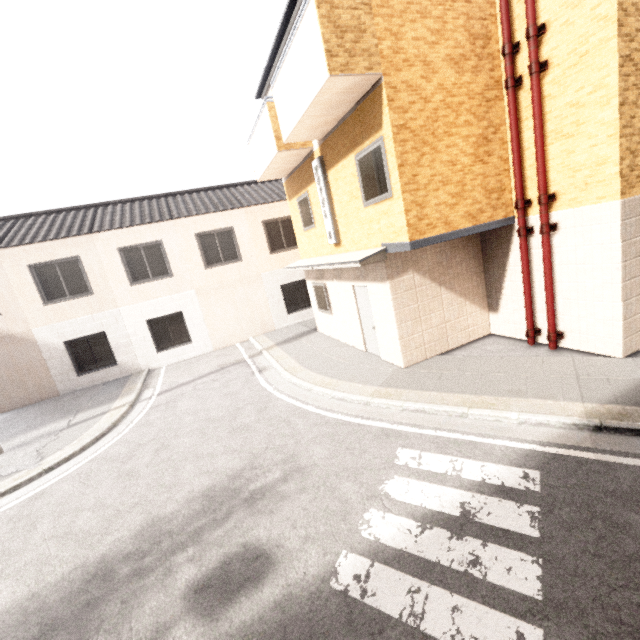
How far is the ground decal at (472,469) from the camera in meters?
4.2 m

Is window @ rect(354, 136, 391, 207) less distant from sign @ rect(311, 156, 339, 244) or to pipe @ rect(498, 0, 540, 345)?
sign @ rect(311, 156, 339, 244)

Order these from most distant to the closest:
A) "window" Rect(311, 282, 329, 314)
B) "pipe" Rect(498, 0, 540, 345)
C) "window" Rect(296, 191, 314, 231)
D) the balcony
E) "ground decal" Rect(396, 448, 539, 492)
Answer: "window" Rect(311, 282, 329, 314) → "window" Rect(296, 191, 314, 231) → "pipe" Rect(498, 0, 540, 345) → the balcony → "ground decal" Rect(396, 448, 539, 492)

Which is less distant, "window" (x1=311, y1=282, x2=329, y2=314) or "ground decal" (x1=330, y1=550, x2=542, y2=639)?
"ground decal" (x1=330, y1=550, x2=542, y2=639)

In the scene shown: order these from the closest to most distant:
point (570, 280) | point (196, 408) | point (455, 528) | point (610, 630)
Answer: point (610, 630)
point (455, 528)
point (570, 280)
point (196, 408)

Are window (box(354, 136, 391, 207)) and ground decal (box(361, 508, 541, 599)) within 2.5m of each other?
no

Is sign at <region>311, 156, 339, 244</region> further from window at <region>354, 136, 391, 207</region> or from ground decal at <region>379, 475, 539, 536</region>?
ground decal at <region>379, 475, 539, 536</region>

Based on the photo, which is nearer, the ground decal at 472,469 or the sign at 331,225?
the ground decal at 472,469
